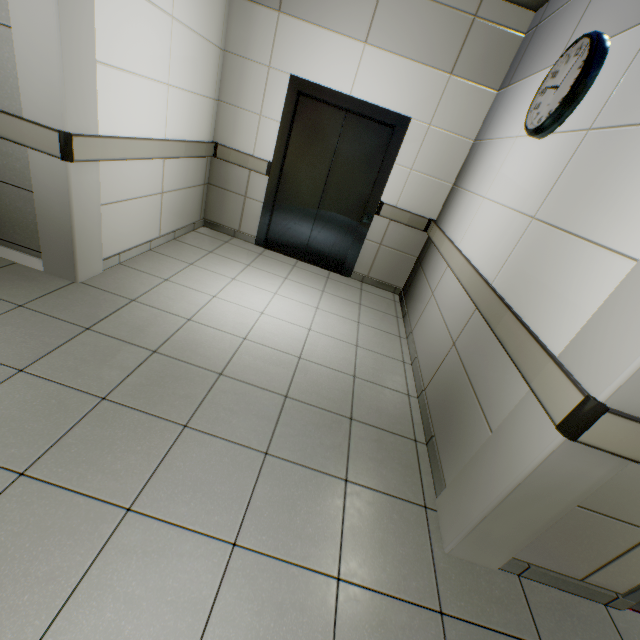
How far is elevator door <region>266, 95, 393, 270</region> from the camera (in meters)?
3.99

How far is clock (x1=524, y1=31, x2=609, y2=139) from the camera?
1.9 meters

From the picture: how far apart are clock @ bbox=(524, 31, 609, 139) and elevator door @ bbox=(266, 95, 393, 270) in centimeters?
188cm

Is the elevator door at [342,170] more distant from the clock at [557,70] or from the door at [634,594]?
the door at [634,594]

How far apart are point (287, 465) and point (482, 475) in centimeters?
104cm

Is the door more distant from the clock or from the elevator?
the elevator

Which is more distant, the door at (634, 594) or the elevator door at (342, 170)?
the elevator door at (342, 170)

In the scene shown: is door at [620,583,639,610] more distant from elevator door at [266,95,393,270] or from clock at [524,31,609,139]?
elevator door at [266,95,393,270]
